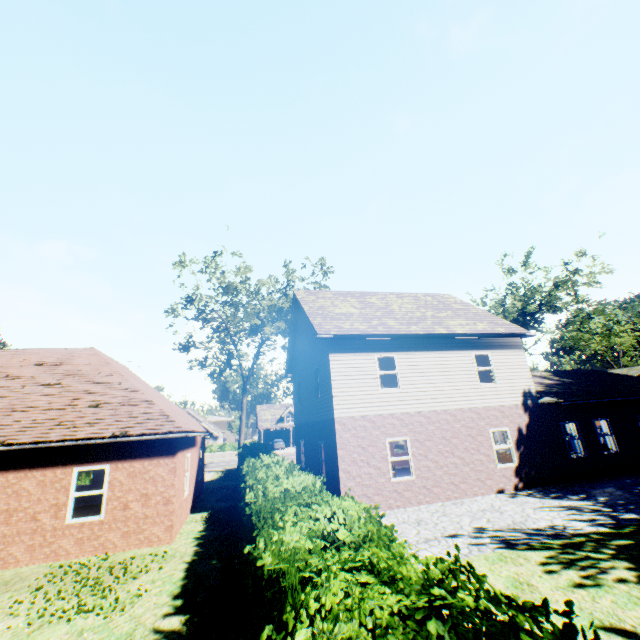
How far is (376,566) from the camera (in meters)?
3.16

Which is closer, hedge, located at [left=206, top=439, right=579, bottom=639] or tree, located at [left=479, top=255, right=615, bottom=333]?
hedge, located at [left=206, top=439, right=579, bottom=639]

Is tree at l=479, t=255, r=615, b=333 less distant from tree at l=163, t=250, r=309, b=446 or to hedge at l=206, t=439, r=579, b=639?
tree at l=163, t=250, r=309, b=446

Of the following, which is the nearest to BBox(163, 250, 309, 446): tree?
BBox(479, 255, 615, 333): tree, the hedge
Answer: the hedge

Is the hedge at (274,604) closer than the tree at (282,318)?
Yes

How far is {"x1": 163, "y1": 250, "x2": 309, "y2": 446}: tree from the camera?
25.73m

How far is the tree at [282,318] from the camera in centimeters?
2573cm
